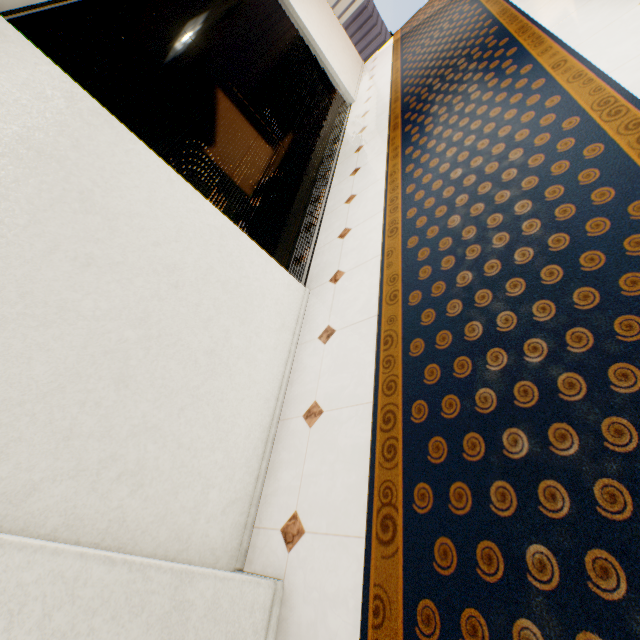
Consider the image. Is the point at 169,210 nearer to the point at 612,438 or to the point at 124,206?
the point at 124,206
